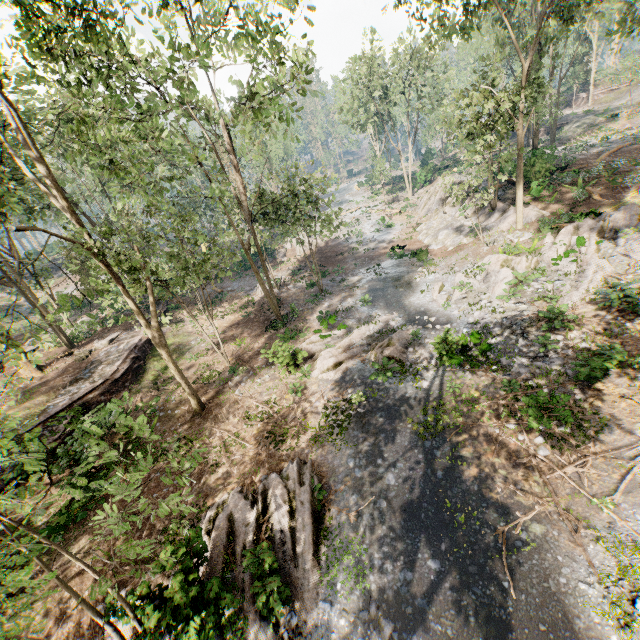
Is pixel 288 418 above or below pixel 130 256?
below

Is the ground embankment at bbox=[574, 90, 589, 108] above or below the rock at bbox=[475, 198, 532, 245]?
above

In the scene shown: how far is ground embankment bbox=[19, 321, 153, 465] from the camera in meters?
15.6

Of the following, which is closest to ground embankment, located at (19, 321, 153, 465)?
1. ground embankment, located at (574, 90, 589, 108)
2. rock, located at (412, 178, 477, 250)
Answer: rock, located at (412, 178, 477, 250)

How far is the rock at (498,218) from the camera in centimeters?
2170cm

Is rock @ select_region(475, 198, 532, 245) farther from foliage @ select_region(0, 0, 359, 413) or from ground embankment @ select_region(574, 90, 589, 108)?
ground embankment @ select_region(574, 90, 589, 108)

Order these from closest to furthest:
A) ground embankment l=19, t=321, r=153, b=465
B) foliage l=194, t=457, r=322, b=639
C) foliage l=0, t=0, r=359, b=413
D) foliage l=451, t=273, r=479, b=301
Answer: foliage l=194, t=457, r=322, b=639 < foliage l=0, t=0, r=359, b=413 < ground embankment l=19, t=321, r=153, b=465 < foliage l=451, t=273, r=479, b=301

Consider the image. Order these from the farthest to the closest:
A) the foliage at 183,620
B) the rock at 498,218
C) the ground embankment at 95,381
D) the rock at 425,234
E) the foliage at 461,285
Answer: the rock at 425,234 → the rock at 498,218 → the foliage at 461,285 → the ground embankment at 95,381 → the foliage at 183,620
